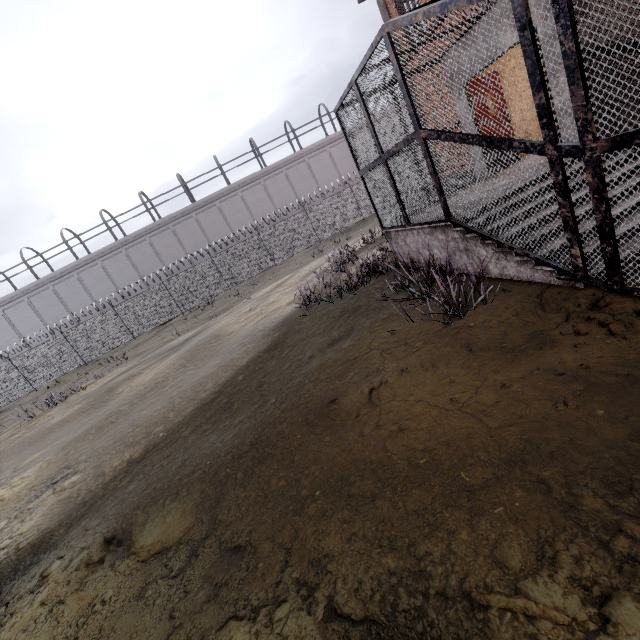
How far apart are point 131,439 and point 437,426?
6.3m
